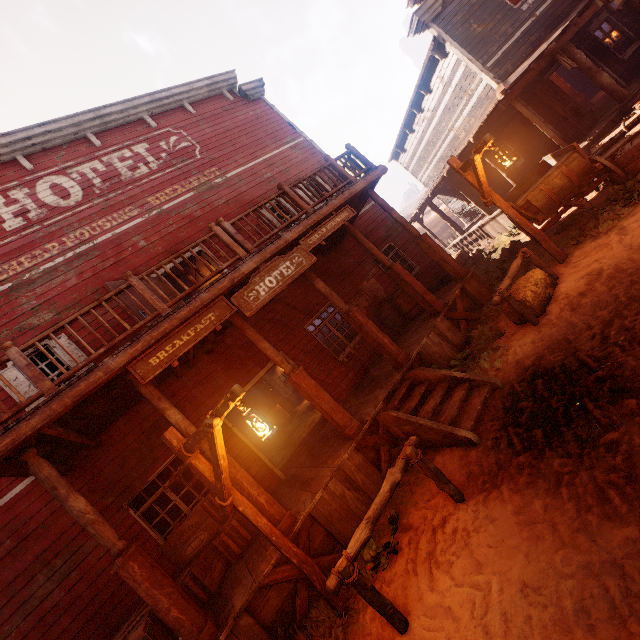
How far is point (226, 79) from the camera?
12.9 meters

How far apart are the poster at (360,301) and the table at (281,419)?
9.2 meters

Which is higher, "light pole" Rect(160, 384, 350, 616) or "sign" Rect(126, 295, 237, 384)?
"sign" Rect(126, 295, 237, 384)

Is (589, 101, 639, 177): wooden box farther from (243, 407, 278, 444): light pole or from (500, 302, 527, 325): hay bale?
(243, 407, 278, 444): light pole

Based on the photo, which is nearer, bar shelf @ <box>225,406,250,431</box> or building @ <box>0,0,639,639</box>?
building @ <box>0,0,639,639</box>

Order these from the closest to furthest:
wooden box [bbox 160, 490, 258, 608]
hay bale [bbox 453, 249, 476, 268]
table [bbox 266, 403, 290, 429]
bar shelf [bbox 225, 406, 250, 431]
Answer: wooden box [bbox 160, 490, 258, 608] < hay bale [bbox 453, 249, 476, 268] < table [bbox 266, 403, 290, 429] < bar shelf [bbox 225, 406, 250, 431]

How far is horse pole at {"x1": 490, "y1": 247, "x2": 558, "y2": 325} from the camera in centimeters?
591cm

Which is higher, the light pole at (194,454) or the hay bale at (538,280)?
the light pole at (194,454)
